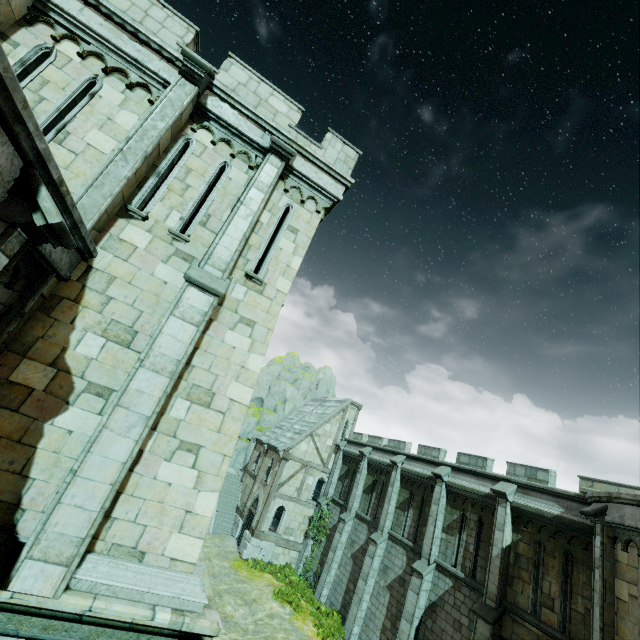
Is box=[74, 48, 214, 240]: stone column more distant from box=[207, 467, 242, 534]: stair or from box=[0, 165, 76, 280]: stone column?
box=[207, 467, 242, 534]: stair

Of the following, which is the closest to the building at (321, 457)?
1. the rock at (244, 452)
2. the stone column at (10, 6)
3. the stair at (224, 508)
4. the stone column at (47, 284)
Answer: the stair at (224, 508)

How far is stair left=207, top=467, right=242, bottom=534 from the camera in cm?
2612

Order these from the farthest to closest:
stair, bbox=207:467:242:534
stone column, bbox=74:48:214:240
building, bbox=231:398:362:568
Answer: stair, bbox=207:467:242:534, building, bbox=231:398:362:568, stone column, bbox=74:48:214:240

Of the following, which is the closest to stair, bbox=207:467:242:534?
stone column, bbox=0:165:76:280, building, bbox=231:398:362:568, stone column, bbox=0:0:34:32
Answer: building, bbox=231:398:362:568

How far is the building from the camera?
23.62m

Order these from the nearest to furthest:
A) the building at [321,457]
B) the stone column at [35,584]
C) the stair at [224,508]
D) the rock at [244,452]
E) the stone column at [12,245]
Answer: the stone column at [12,245] < the stone column at [35,584] < the building at [321,457] < the stair at [224,508] < the rock at [244,452]

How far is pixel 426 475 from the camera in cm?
1817
